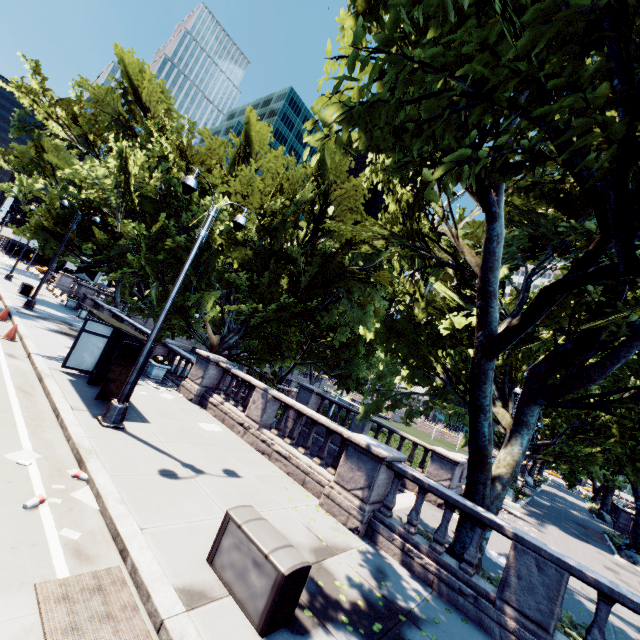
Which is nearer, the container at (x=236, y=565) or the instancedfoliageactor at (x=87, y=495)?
the container at (x=236, y=565)

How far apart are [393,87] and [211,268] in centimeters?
1864cm

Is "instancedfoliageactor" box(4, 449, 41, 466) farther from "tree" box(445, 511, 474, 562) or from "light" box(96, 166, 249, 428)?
"tree" box(445, 511, 474, 562)

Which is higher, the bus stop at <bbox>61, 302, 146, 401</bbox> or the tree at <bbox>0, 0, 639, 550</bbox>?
the tree at <bbox>0, 0, 639, 550</bbox>

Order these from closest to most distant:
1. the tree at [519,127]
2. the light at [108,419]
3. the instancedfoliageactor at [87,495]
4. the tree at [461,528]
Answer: the tree at [519,127], the instancedfoliageactor at [87,495], the tree at [461,528], the light at [108,419]

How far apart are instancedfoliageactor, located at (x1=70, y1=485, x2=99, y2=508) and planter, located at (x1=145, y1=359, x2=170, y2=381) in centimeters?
966cm

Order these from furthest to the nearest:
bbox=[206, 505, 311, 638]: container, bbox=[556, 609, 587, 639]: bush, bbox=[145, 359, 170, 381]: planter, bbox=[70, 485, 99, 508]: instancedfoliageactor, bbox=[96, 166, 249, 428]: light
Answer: bbox=[145, 359, 170, 381]: planter, bbox=[96, 166, 249, 428]: light, bbox=[556, 609, 587, 639]: bush, bbox=[70, 485, 99, 508]: instancedfoliageactor, bbox=[206, 505, 311, 638]: container

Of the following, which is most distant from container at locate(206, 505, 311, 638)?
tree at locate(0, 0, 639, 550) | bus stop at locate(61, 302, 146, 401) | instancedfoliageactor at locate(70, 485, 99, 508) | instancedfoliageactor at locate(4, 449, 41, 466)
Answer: bus stop at locate(61, 302, 146, 401)
